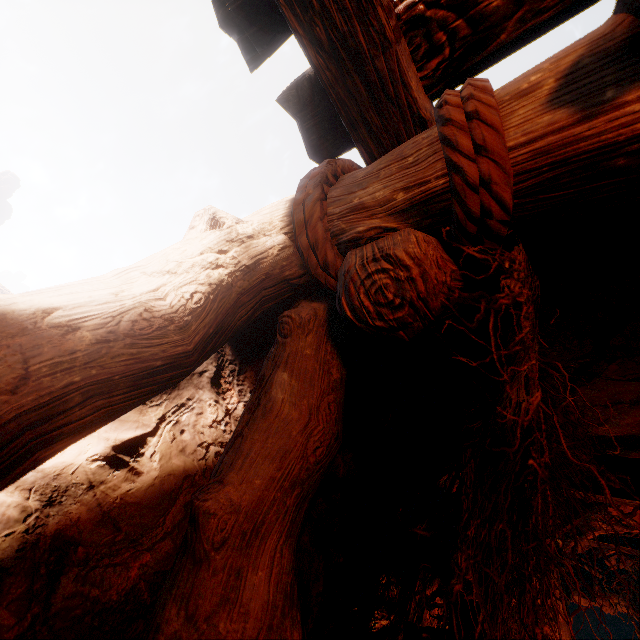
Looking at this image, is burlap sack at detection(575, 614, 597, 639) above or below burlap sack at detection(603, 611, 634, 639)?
below

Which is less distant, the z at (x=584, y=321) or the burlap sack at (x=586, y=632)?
the z at (x=584, y=321)

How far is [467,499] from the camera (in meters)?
1.05

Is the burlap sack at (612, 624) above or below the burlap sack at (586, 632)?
above

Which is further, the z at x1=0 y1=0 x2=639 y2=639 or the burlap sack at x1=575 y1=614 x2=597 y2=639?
the burlap sack at x1=575 y1=614 x2=597 y2=639
